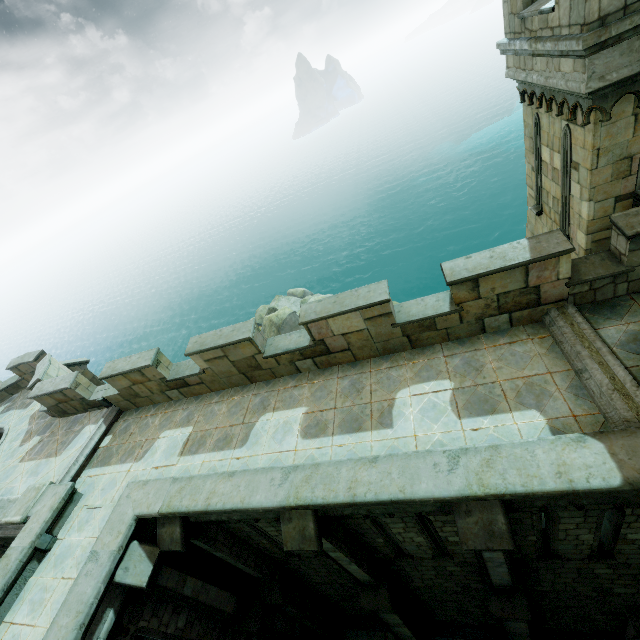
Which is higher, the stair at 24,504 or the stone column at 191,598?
the stair at 24,504

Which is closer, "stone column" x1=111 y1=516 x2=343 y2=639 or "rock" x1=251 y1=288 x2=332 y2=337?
"stone column" x1=111 y1=516 x2=343 y2=639

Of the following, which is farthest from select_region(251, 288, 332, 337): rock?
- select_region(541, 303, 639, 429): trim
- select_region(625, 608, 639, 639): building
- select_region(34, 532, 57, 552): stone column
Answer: select_region(34, 532, 57, 552): stone column

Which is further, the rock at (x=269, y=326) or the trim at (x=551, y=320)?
the rock at (x=269, y=326)

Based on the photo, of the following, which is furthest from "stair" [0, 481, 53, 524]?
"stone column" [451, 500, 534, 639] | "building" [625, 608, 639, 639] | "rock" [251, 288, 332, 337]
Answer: "rock" [251, 288, 332, 337]

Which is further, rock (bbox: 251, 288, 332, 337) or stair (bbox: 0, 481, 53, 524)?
rock (bbox: 251, 288, 332, 337)

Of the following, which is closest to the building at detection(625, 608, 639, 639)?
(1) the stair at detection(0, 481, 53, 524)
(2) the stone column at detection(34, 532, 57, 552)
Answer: (2) the stone column at detection(34, 532, 57, 552)

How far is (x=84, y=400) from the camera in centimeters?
1175cm
